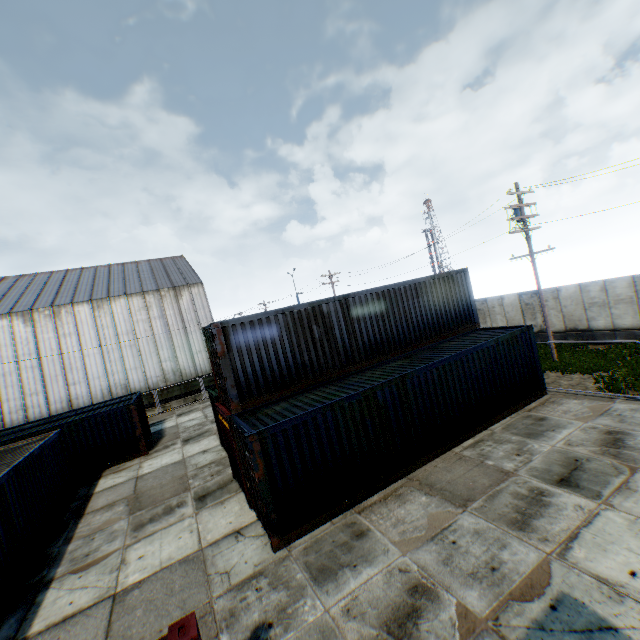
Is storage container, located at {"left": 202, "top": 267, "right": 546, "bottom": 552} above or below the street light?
below

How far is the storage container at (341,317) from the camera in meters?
8.5

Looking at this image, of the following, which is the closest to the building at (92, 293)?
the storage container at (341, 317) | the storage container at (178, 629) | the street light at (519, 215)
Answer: the storage container at (341, 317)

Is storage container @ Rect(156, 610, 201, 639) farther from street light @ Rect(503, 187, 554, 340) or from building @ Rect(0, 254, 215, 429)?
building @ Rect(0, 254, 215, 429)

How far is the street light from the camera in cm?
1636

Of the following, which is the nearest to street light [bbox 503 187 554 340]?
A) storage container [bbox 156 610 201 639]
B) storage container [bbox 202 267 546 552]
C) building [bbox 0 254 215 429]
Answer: storage container [bbox 202 267 546 552]

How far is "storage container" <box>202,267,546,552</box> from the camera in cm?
849

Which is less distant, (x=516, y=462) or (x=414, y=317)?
(x=516, y=462)
